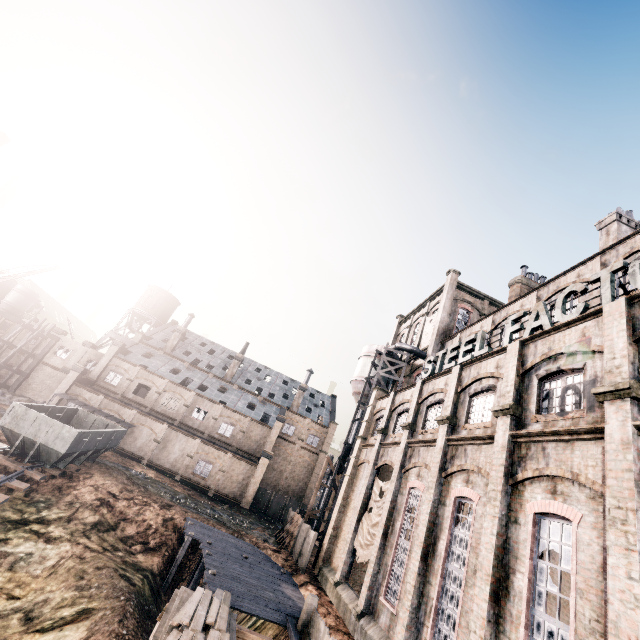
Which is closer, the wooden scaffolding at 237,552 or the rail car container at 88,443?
the wooden scaffolding at 237,552

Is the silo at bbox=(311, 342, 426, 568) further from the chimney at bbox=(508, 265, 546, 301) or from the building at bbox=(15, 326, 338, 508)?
the chimney at bbox=(508, 265, 546, 301)

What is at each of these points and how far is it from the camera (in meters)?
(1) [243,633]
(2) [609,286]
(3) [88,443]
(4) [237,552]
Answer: (1) wooden support structure, 13.53
(2) sign, 11.85
(3) rail car container, 24.44
(4) wooden scaffolding, 23.47

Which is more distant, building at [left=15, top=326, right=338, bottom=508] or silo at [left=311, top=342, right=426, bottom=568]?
building at [left=15, top=326, right=338, bottom=508]

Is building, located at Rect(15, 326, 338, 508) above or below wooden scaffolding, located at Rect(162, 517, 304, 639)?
above

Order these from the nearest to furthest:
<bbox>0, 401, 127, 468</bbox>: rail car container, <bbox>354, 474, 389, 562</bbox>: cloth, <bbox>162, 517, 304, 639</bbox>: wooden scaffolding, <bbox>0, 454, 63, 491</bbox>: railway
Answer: <bbox>162, 517, 304, 639</bbox>: wooden scaffolding → <bbox>0, 454, 63, 491</bbox>: railway → <bbox>354, 474, 389, 562</bbox>: cloth → <bbox>0, 401, 127, 468</bbox>: rail car container

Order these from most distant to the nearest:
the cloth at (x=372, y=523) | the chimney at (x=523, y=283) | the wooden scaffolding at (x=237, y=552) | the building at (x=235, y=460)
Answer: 1. the building at (x=235, y=460)
2. the chimney at (x=523, y=283)
3. the cloth at (x=372, y=523)
4. the wooden scaffolding at (x=237, y=552)

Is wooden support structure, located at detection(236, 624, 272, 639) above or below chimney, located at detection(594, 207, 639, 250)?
below
